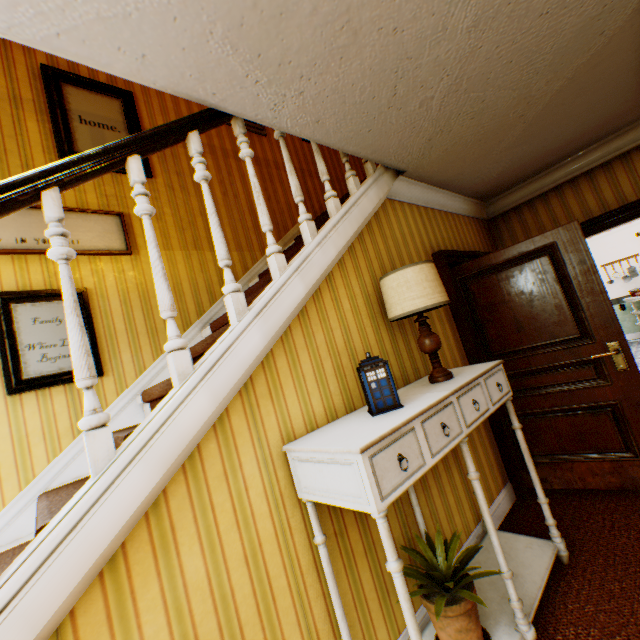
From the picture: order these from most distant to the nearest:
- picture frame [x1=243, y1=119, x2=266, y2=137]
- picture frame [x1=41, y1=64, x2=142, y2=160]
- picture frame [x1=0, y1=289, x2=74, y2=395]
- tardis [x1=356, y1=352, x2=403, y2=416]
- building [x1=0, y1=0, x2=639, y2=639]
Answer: picture frame [x1=243, y1=119, x2=266, y2=137]
picture frame [x1=41, y1=64, x2=142, y2=160]
picture frame [x1=0, y1=289, x2=74, y2=395]
tardis [x1=356, y1=352, x2=403, y2=416]
building [x1=0, y1=0, x2=639, y2=639]

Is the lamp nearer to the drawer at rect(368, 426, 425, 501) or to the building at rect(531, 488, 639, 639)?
the building at rect(531, 488, 639, 639)

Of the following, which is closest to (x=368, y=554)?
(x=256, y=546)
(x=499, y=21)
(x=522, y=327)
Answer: (x=256, y=546)

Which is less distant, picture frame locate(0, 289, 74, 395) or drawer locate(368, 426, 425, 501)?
drawer locate(368, 426, 425, 501)

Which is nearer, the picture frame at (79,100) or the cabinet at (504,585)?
the cabinet at (504,585)

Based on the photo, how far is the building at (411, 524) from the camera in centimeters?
193cm

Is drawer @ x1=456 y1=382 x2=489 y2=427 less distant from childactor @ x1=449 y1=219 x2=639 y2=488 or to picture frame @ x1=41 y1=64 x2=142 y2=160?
childactor @ x1=449 y1=219 x2=639 y2=488

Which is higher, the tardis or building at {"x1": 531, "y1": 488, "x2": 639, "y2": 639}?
the tardis
